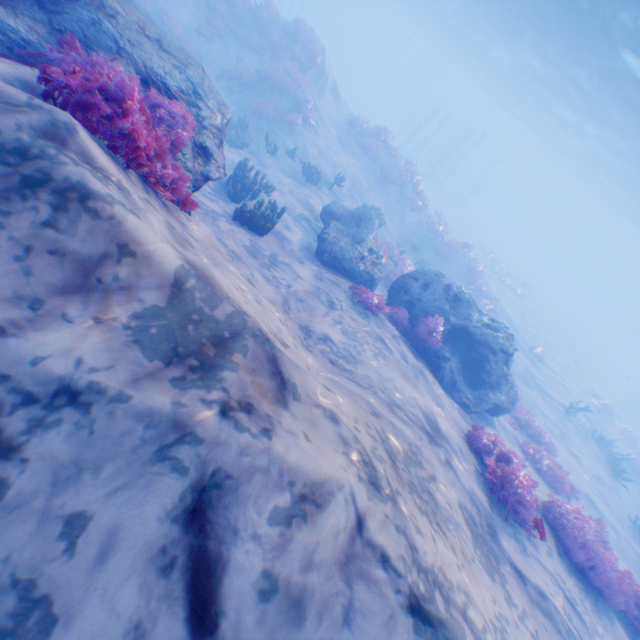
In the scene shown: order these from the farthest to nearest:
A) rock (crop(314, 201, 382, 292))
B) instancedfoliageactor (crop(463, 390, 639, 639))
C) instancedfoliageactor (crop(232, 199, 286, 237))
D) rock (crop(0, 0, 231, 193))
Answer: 1. rock (crop(314, 201, 382, 292))
2. instancedfoliageactor (crop(232, 199, 286, 237))
3. instancedfoliageactor (crop(463, 390, 639, 639))
4. rock (crop(0, 0, 231, 193))

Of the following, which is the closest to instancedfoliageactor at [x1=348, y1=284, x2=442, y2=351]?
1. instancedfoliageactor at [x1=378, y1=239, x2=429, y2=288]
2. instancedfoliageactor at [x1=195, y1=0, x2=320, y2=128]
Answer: instancedfoliageactor at [x1=195, y1=0, x2=320, y2=128]

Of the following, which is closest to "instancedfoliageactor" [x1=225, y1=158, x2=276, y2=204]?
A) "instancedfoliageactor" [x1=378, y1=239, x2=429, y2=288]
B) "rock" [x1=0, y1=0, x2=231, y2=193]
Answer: "rock" [x1=0, y1=0, x2=231, y2=193]

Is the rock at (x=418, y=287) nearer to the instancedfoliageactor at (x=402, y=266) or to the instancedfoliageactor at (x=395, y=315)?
the instancedfoliageactor at (x=395, y=315)

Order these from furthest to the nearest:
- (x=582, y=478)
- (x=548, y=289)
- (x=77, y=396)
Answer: (x=548, y=289) < (x=582, y=478) < (x=77, y=396)

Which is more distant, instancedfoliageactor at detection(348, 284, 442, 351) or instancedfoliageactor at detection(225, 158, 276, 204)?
instancedfoliageactor at detection(225, 158, 276, 204)

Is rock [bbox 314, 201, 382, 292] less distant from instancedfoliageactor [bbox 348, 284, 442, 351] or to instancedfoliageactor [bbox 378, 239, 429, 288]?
instancedfoliageactor [bbox 348, 284, 442, 351]

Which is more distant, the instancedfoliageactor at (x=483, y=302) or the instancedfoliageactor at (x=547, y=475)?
the instancedfoliageactor at (x=483, y=302)
